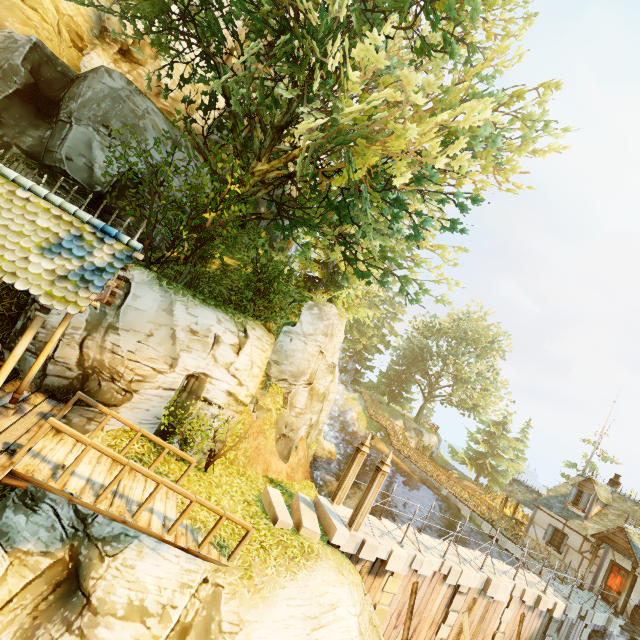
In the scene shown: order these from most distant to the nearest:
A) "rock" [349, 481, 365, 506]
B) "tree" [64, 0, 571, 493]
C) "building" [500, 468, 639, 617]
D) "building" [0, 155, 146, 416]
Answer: "rock" [349, 481, 365, 506] → "building" [500, 468, 639, 617] → "tree" [64, 0, 571, 493] → "building" [0, 155, 146, 416]

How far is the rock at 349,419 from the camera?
37.1m

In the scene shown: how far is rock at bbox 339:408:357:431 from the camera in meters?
37.1 m

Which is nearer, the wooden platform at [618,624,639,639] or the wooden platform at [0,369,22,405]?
the wooden platform at [0,369,22,405]

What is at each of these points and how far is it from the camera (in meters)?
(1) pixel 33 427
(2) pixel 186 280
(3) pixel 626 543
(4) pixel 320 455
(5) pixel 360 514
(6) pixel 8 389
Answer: (1) wooden platform, 6.78
(2) tree, 12.20
(3) building, 17.28
(4) rock, 19.72
(5) pillar, 9.99
(6) wooden platform, 7.77

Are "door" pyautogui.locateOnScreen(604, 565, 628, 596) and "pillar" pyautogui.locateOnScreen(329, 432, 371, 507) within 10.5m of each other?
no

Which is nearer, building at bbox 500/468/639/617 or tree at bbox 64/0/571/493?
tree at bbox 64/0/571/493

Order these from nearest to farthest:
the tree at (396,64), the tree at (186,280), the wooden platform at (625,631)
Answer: the tree at (396,64) → the tree at (186,280) → the wooden platform at (625,631)
